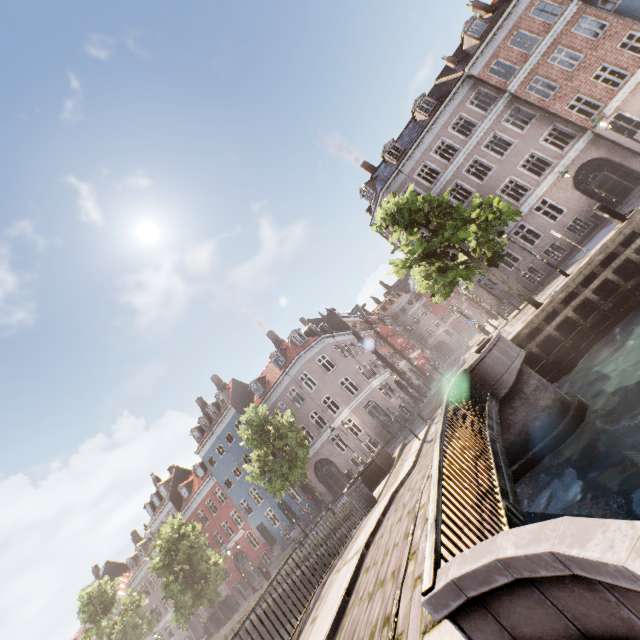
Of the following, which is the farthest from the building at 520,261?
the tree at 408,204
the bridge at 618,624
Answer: the bridge at 618,624

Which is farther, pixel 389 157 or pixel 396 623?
pixel 389 157

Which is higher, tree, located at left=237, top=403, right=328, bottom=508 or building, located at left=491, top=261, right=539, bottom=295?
tree, located at left=237, top=403, right=328, bottom=508

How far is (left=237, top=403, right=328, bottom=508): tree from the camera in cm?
1964

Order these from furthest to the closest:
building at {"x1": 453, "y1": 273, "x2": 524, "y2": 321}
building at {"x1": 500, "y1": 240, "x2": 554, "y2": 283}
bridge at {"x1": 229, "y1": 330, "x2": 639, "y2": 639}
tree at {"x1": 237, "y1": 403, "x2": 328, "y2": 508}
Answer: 1. building at {"x1": 453, "y1": 273, "x2": 524, "y2": 321}
2. building at {"x1": 500, "y1": 240, "x2": 554, "y2": 283}
3. tree at {"x1": 237, "y1": 403, "x2": 328, "y2": 508}
4. bridge at {"x1": 229, "y1": 330, "x2": 639, "y2": 639}

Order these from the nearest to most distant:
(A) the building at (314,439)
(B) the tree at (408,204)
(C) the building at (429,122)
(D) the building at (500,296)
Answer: (B) the tree at (408,204), (C) the building at (429,122), (D) the building at (500,296), (A) the building at (314,439)

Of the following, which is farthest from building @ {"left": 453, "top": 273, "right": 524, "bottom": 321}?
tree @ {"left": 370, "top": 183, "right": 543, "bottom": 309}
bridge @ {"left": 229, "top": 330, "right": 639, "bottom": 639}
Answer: bridge @ {"left": 229, "top": 330, "right": 639, "bottom": 639}

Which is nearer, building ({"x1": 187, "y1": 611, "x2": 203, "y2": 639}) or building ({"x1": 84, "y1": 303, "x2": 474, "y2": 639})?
building ({"x1": 84, "y1": 303, "x2": 474, "y2": 639})
